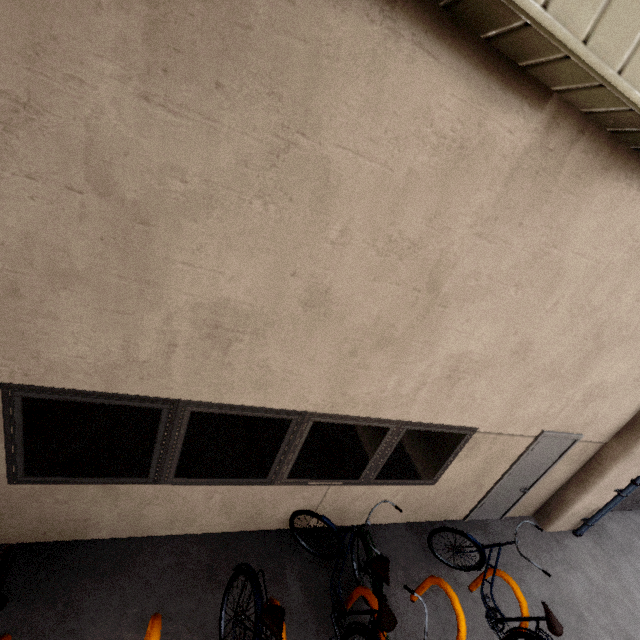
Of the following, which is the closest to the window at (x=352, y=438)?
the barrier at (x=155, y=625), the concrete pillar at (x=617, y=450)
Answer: the barrier at (x=155, y=625)

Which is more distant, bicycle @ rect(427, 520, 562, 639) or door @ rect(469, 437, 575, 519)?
door @ rect(469, 437, 575, 519)

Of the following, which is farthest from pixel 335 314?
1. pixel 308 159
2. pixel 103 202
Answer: pixel 103 202

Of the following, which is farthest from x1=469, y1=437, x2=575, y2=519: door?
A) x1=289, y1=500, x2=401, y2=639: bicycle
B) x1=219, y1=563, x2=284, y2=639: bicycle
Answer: x1=219, y1=563, x2=284, y2=639: bicycle

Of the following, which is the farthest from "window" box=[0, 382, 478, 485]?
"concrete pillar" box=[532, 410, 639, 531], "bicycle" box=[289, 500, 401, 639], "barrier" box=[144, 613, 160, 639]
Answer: "concrete pillar" box=[532, 410, 639, 531]

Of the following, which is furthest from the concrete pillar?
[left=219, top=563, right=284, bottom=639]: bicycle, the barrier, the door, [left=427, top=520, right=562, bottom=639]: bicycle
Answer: the barrier

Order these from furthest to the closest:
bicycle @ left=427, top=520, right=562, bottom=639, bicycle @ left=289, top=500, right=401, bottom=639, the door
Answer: the door < bicycle @ left=427, top=520, right=562, bottom=639 < bicycle @ left=289, top=500, right=401, bottom=639

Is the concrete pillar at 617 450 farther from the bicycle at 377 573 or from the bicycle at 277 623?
the bicycle at 277 623
